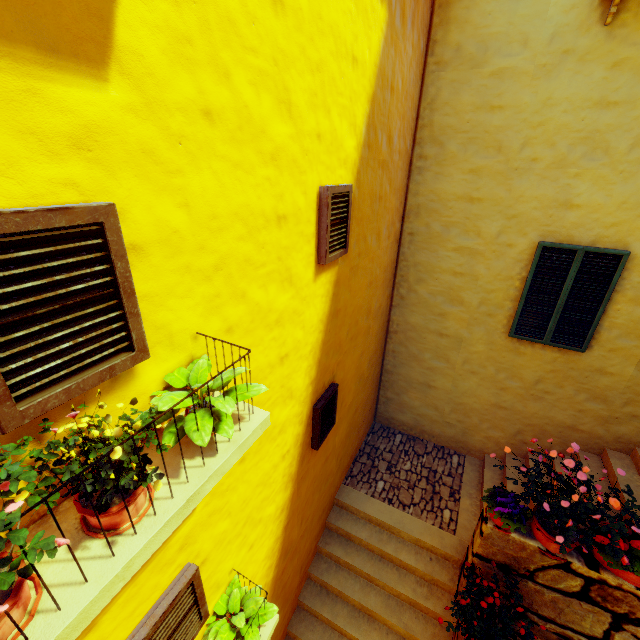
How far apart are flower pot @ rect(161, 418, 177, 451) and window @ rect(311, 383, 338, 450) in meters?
2.1 m

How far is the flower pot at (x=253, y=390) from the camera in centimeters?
178cm

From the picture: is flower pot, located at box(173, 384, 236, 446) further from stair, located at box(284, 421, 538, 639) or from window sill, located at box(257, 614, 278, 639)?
stair, located at box(284, 421, 538, 639)

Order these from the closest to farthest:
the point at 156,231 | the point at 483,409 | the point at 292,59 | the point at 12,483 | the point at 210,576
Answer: the point at 12,483
the point at 156,231
the point at 292,59
the point at 210,576
the point at 483,409

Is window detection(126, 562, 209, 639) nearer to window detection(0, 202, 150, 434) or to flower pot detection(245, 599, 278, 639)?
flower pot detection(245, 599, 278, 639)

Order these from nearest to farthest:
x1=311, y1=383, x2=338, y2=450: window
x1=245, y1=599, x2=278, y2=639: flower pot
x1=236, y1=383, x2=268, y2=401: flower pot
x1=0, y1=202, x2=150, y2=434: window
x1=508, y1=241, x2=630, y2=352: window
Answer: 1. x1=0, y1=202, x2=150, y2=434: window
2. x1=236, y1=383, x2=268, y2=401: flower pot
3. x1=245, y1=599, x2=278, y2=639: flower pot
4. x1=311, y1=383, x2=338, y2=450: window
5. x1=508, y1=241, x2=630, y2=352: window

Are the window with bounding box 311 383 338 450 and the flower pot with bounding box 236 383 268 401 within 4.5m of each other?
yes

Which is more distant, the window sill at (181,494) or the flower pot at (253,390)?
the flower pot at (253,390)
